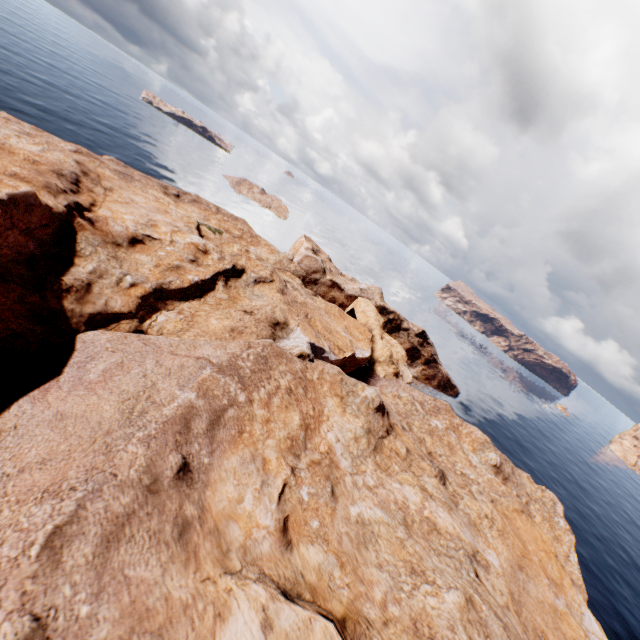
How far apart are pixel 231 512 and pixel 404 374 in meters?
46.5
